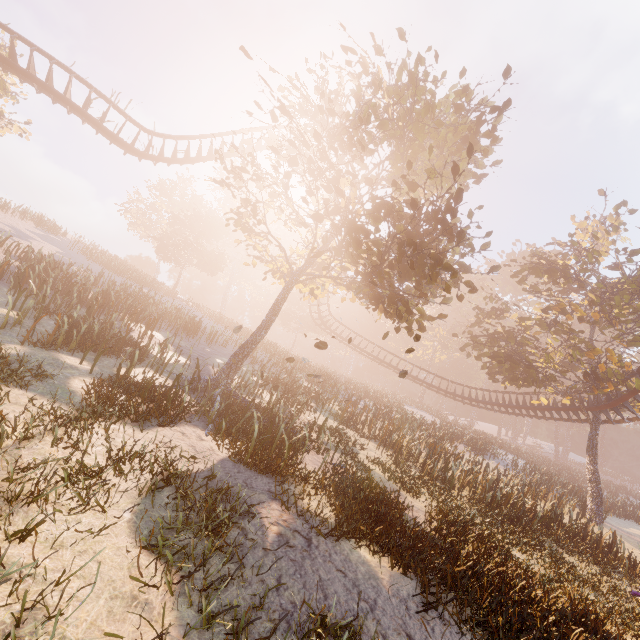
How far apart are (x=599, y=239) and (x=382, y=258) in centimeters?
1719cm

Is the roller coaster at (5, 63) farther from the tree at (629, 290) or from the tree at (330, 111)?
the tree at (330, 111)

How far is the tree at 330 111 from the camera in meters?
9.7 m

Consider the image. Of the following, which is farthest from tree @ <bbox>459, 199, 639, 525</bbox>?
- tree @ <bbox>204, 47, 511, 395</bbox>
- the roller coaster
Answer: tree @ <bbox>204, 47, 511, 395</bbox>

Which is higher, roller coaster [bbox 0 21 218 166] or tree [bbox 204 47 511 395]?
roller coaster [bbox 0 21 218 166]

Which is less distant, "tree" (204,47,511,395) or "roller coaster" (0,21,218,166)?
"tree" (204,47,511,395)

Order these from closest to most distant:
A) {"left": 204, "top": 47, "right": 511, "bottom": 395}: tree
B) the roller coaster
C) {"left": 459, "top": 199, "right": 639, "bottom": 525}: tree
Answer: {"left": 204, "top": 47, "right": 511, "bottom": 395}: tree → the roller coaster → {"left": 459, "top": 199, "right": 639, "bottom": 525}: tree

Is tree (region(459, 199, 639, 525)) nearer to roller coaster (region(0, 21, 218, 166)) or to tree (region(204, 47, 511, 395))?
roller coaster (region(0, 21, 218, 166))
